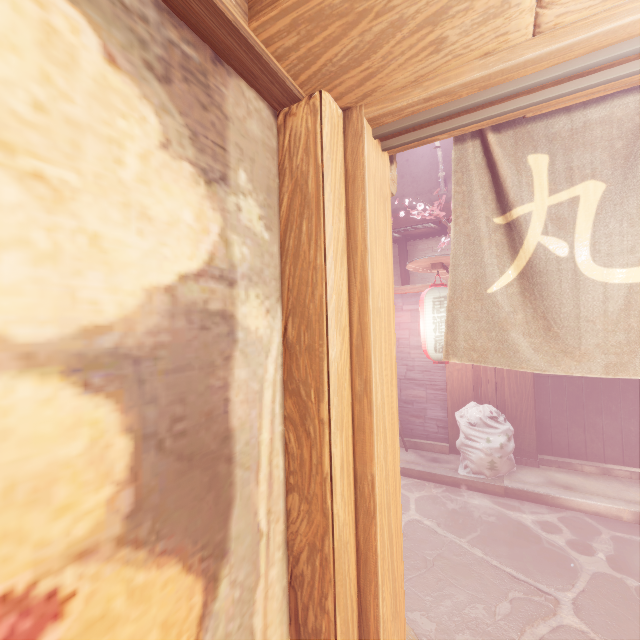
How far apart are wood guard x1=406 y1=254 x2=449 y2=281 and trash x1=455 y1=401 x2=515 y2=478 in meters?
3.7

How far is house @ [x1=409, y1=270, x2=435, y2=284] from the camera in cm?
1092

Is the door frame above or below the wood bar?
below

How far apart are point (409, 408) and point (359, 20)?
10.9 meters

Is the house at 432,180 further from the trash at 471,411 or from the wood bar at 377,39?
the trash at 471,411

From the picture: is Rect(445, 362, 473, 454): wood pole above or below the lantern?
below

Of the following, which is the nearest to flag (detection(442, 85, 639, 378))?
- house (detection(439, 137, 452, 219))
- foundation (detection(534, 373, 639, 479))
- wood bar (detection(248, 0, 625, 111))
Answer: wood bar (detection(248, 0, 625, 111))

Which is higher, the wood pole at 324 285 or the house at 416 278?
the house at 416 278
